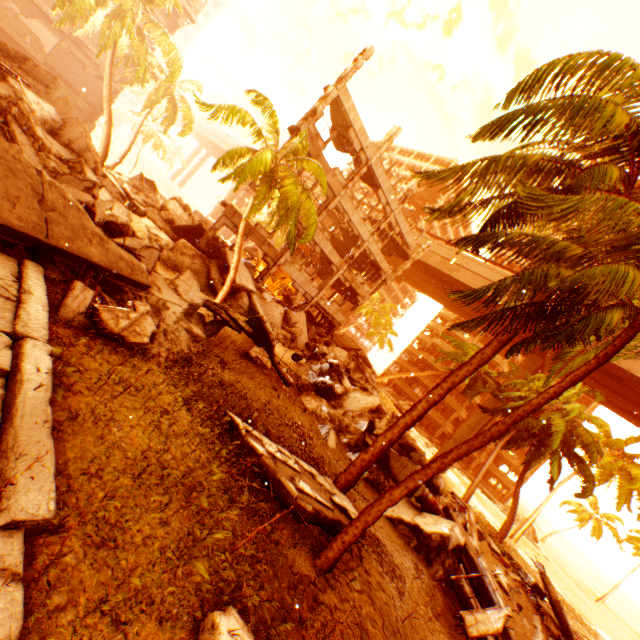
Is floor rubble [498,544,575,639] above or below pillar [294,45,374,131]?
below

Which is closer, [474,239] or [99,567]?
[99,567]

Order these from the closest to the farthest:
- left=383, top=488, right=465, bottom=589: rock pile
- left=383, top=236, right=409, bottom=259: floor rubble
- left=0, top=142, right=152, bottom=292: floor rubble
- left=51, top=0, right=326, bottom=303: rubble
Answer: left=0, top=142, right=152, bottom=292: floor rubble, left=383, top=488, right=465, bottom=589: rock pile, left=51, top=0, right=326, bottom=303: rubble, left=383, top=236, right=409, bottom=259: floor rubble

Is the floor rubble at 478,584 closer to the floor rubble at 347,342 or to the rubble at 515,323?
the rubble at 515,323

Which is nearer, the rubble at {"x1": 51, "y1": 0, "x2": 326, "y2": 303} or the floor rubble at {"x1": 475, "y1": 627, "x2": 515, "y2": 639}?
the floor rubble at {"x1": 475, "y1": 627, "x2": 515, "y2": 639}

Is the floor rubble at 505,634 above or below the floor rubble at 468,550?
below

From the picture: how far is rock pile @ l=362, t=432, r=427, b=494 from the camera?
11.5m

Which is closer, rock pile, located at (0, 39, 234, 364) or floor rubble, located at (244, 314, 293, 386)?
rock pile, located at (0, 39, 234, 364)
